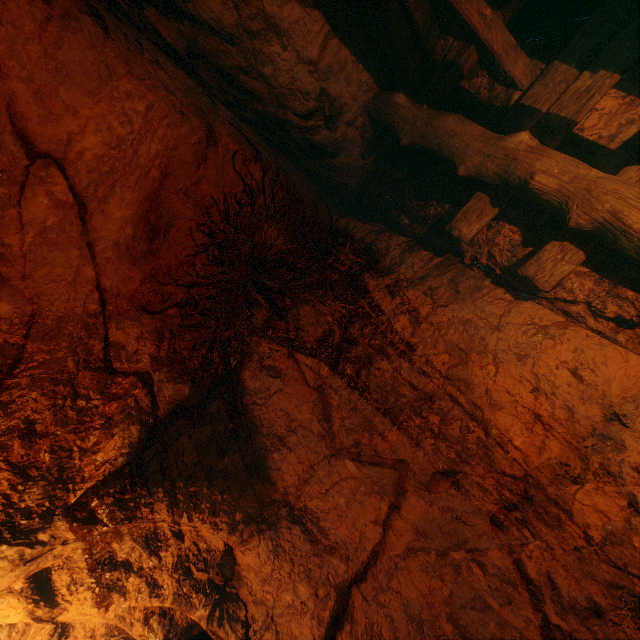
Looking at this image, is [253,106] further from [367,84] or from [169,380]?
[169,380]
